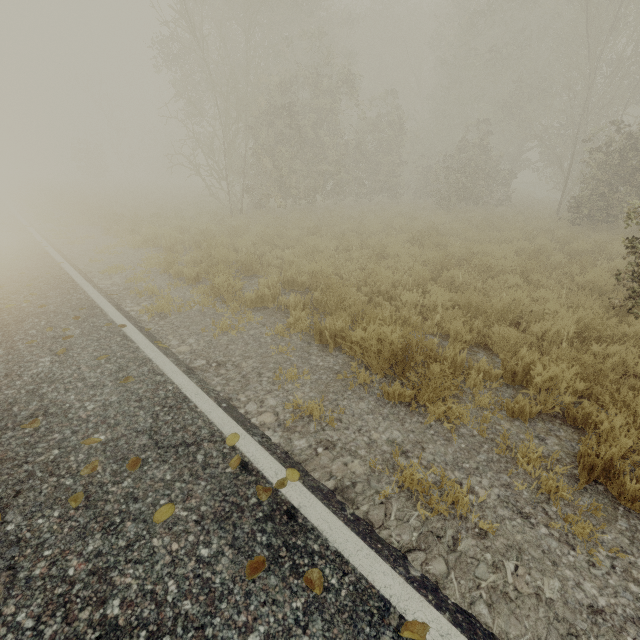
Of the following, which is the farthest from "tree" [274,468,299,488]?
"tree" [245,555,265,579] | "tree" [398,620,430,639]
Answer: "tree" [398,620,430,639]

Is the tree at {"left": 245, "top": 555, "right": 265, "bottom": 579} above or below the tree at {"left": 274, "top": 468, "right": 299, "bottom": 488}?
above

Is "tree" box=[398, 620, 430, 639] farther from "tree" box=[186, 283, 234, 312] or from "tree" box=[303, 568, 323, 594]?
"tree" box=[186, 283, 234, 312]

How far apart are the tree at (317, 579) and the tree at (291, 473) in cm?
64

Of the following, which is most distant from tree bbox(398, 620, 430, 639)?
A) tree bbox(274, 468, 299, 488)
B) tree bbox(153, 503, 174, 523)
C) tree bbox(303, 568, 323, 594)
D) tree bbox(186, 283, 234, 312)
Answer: tree bbox(186, 283, 234, 312)

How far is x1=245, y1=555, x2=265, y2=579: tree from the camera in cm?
192

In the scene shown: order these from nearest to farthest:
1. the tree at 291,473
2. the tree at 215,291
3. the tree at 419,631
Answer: the tree at 419,631 → the tree at 291,473 → the tree at 215,291

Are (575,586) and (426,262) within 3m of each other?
no
